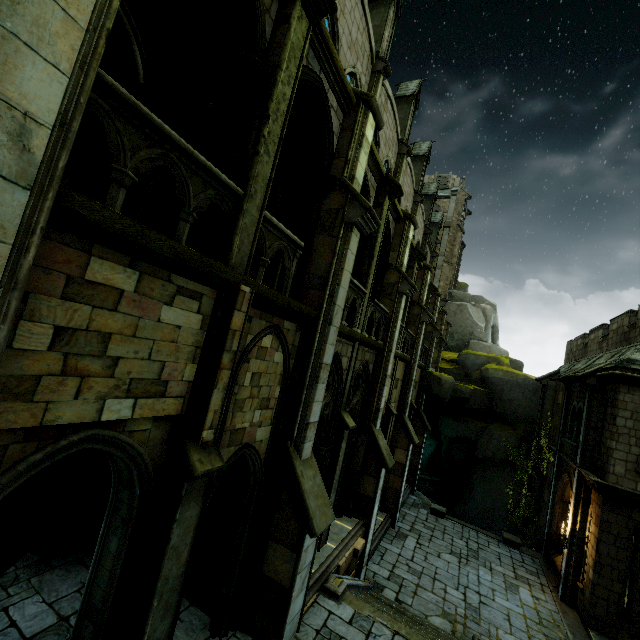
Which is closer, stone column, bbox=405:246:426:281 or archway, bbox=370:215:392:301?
archway, bbox=370:215:392:301

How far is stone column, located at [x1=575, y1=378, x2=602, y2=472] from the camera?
13.9m

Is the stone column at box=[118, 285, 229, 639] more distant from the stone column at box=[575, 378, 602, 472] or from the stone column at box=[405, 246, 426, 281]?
the stone column at box=[575, 378, 602, 472]

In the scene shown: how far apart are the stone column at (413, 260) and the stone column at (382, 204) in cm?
488

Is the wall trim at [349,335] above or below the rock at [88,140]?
below

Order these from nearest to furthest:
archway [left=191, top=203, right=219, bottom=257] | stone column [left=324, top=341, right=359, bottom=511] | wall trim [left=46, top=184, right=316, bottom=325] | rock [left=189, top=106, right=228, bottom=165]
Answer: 1. wall trim [left=46, top=184, right=316, bottom=325]
2. archway [left=191, top=203, right=219, bottom=257]
3. rock [left=189, top=106, right=228, bottom=165]
4. stone column [left=324, top=341, right=359, bottom=511]

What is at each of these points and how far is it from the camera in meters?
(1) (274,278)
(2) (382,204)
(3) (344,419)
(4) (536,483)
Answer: (1) building, 11.4 m
(2) stone column, 10.6 m
(3) stone column, 9.6 m
(4) stone column, 21.0 m
